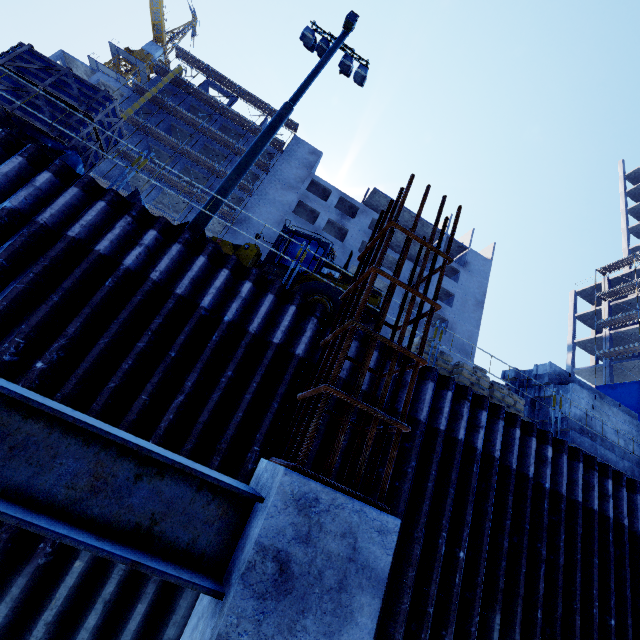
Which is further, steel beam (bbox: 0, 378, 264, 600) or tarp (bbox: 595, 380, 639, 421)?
tarp (bbox: 595, 380, 639, 421)

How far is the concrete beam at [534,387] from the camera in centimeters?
1023cm

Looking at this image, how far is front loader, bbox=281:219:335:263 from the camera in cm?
1138

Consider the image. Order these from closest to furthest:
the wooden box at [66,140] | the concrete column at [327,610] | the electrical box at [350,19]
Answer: the concrete column at [327,610], the wooden box at [66,140], the electrical box at [350,19]

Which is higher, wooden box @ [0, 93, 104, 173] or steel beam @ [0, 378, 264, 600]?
wooden box @ [0, 93, 104, 173]

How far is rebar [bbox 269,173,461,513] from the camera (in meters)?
1.58

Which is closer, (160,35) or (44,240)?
(44,240)

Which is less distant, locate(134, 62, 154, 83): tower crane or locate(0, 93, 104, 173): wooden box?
locate(0, 93, 104, 173): wooden box
